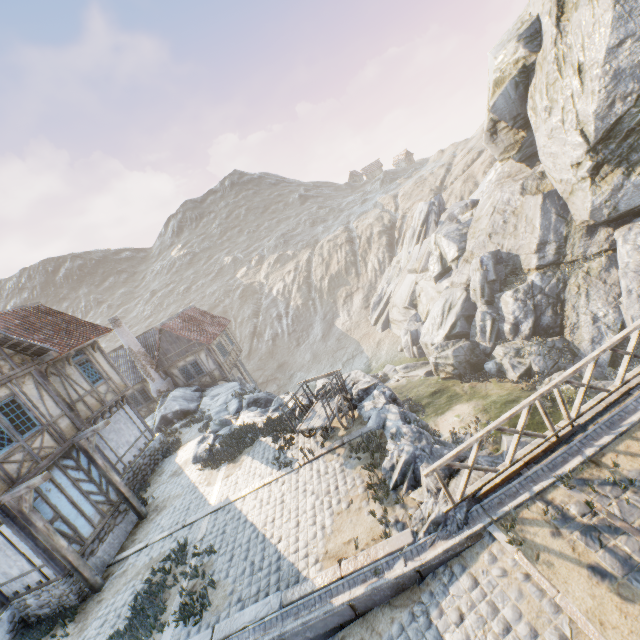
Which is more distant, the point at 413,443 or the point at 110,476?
the point at 110,476

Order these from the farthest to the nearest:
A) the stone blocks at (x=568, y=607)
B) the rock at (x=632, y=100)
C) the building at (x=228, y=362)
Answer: the building at (x=228, y=362) < the rock at (x=632, y=100) < the stone blocks at (x=568, y=607)

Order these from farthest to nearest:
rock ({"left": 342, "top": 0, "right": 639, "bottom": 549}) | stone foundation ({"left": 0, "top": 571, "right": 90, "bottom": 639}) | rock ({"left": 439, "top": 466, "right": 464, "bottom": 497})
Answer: rock ({"left": 342, "top": 0, "right": 639, "bottom": 549})
stone foundation ({"left": 0, "top": 571, "right": 90, "bottom": 639})
rock ({"left": 439, "top": 466, "right": 464, "bottom": 497})

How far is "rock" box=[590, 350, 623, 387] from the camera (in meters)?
16.81

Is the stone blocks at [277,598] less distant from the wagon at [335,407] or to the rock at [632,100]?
the rock at [632,100]

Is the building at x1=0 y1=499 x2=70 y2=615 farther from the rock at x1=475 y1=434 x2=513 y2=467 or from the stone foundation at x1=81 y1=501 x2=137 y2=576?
the rock at x1=475 y1=434 x2=513 y2=467

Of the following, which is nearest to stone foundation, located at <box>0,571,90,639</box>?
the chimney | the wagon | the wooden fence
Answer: the chimney
